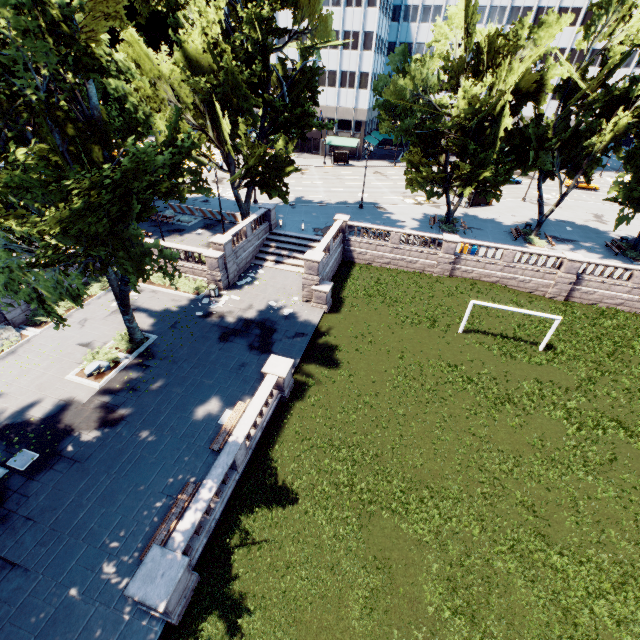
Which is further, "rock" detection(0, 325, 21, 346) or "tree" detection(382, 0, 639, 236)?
"tree" detection(382, 0, 639, 236)

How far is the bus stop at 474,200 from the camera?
43.2m

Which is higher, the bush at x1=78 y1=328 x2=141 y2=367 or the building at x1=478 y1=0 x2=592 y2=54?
the building at x1=478 y1=0 x2=592 y2=54

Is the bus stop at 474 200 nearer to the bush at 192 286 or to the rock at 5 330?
the bush at 192 286

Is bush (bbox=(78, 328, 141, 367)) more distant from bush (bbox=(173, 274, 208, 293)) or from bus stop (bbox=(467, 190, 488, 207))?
bus stop (bbox=(467, 190, 488, 207))

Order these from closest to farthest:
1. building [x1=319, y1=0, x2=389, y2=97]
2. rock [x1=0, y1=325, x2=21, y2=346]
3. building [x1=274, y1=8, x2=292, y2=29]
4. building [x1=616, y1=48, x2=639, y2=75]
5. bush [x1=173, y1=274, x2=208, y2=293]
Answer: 1. rock [x1=0, y1=325, x2=21, y2=346]
2. bush [x1=173, y1=274, x2=208, y2=293]
3. building [x1=319, y1=0, x2=389, y2=97]
4. building [x1=274, y1=8, x2=292, y2=29]
5. building [x1=616, y1=48, x2=639, y2=75]

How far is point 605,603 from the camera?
12.06m

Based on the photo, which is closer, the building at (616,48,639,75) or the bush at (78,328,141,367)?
the bush at (78,328,141,367)
